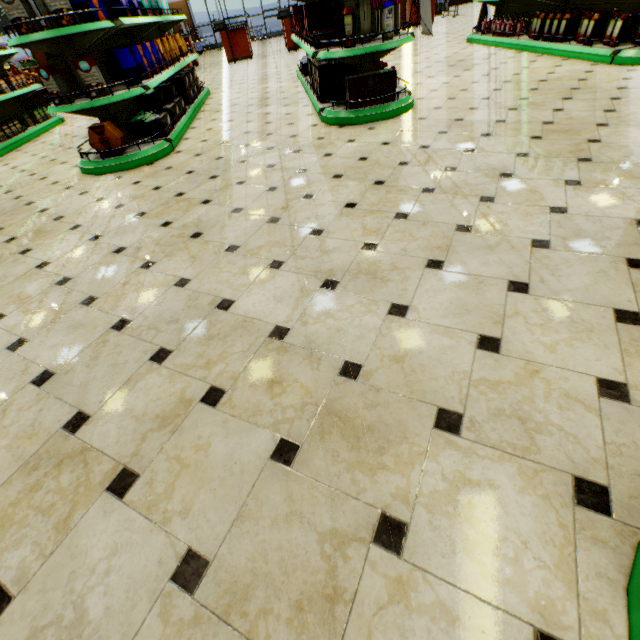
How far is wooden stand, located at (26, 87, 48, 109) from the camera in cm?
916

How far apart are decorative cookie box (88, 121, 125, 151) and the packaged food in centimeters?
49cm

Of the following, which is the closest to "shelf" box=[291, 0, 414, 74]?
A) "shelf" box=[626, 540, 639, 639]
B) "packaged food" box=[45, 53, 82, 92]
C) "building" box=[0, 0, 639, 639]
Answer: "building" box=[0, 0, 639, 639]

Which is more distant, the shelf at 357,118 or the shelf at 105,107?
the shelf at 357,118

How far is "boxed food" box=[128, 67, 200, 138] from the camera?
4.38m

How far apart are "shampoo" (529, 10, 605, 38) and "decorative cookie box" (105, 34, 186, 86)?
6.42m

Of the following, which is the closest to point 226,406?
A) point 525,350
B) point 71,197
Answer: point 525,350

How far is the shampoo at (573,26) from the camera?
4.7 meters
